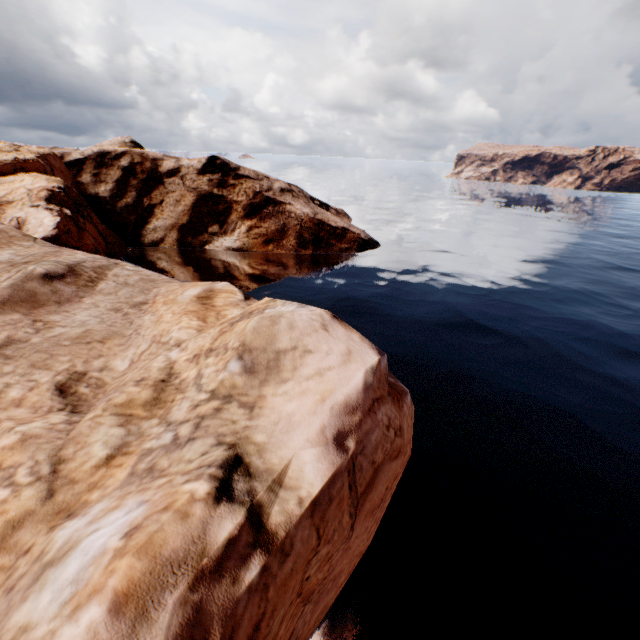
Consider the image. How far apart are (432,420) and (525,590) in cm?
654
